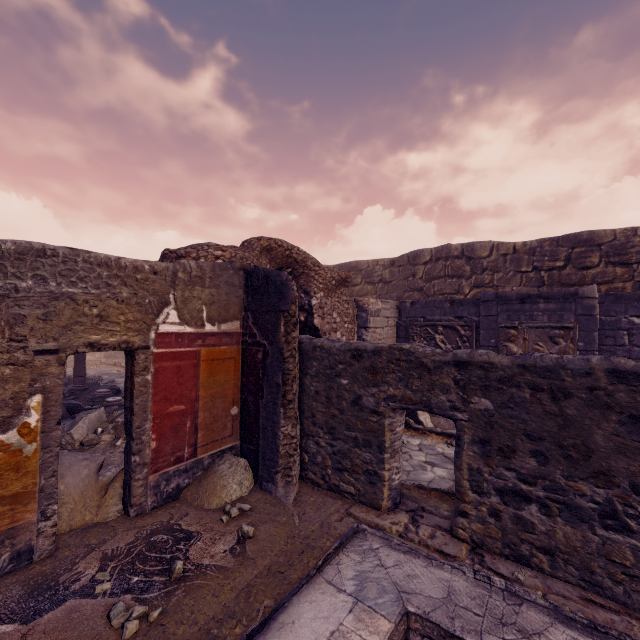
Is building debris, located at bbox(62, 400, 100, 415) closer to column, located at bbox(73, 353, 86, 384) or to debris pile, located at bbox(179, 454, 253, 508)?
column, located at bbox(73, 353, 86, 384)

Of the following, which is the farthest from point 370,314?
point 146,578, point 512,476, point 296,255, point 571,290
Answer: point 146,578

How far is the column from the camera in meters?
9.6

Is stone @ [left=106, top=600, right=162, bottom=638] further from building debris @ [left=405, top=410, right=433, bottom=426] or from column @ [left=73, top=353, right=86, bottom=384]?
A: column @ [left=73, top=353, right=86, bottom=384]

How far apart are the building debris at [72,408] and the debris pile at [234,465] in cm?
437

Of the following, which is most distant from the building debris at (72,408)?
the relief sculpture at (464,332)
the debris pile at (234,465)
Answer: the relief sculpture at (464,332)

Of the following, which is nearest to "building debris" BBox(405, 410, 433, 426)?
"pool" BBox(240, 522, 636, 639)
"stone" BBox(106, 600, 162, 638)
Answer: "pool" BBox(240, 522, 636, 639)

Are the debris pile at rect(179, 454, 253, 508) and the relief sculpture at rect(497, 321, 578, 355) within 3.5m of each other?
no
